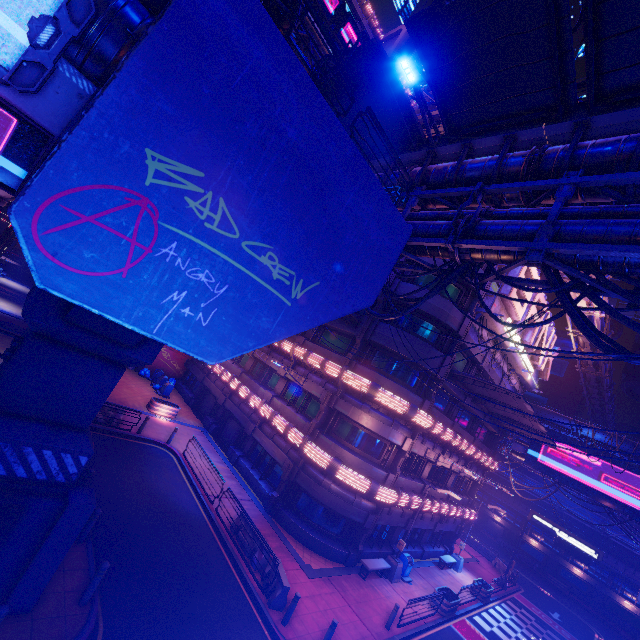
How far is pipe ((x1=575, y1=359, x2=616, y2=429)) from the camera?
35.6 meters

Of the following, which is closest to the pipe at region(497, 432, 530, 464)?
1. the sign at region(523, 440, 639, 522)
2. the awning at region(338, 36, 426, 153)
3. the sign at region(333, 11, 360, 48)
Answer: the sign at region(523, 440, 639, 522)

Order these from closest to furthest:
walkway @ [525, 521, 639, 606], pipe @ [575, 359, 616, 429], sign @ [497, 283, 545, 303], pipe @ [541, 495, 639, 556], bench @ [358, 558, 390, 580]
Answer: bench @ [358, 558, 390, 580] < sign @ [497, 283, 545, 303] < pipe @ [575, 359, 616, 429] < walkway @ [525, 521, 639, 606] < pipe @ [541, 495, 639, 556]

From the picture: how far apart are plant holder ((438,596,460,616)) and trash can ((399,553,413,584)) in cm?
116

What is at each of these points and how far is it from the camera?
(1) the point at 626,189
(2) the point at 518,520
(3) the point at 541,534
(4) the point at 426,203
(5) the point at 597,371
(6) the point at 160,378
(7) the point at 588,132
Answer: (1) walkway, 8.6m
(2) walkway, 48.1m
(3) walkway, 45.8m
(4) walkway, 13.5m
(5) pipe, 35.8m
(6) trash can, 29.6m
(7) walkway, 9.7m

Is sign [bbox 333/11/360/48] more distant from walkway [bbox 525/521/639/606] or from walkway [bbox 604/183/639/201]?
walkway [bbox 525/521/639/606]

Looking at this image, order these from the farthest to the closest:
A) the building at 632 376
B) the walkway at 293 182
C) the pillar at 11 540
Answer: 1. the building at 632 376
2. the pillar at 11 540
3. the walkway at 293 182

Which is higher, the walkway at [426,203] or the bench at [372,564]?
the walkway at [426,203]
